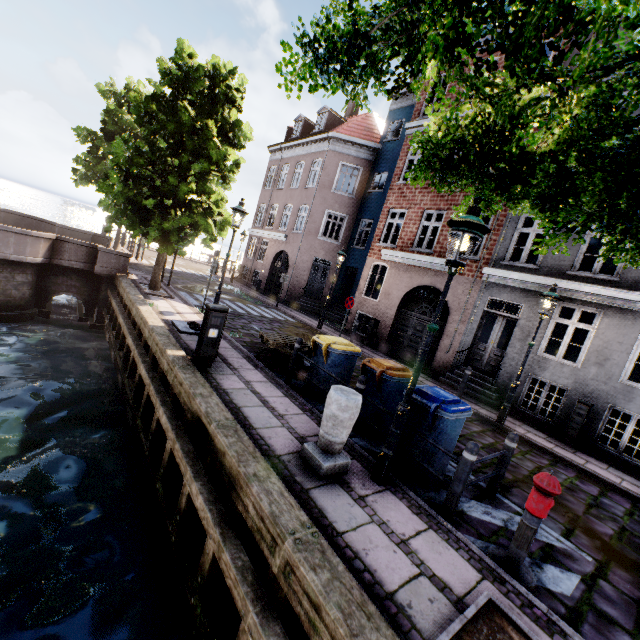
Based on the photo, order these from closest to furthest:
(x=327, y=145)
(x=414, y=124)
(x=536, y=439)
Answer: (x=536, y=439) < (x=414, y=124) < (x=327, y=145)

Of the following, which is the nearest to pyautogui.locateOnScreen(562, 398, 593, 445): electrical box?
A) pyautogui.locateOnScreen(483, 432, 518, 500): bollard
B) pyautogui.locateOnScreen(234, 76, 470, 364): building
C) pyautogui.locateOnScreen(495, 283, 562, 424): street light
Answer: pyautogui.locateOnScreen(234, 76, 470, 364): building

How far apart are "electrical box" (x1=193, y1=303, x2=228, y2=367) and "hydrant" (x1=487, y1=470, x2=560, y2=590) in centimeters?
541cm

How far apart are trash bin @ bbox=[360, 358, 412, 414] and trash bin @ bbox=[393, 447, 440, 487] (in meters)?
0.37

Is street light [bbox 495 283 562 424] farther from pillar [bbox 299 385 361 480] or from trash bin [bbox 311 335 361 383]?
pillar [bbox 299 385 361 480]

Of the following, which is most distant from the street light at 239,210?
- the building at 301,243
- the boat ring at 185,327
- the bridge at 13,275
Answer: the building at 301,243

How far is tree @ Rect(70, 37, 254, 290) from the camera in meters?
10.2 m

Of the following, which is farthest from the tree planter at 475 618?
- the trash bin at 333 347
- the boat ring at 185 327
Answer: the boat ring at 185 327
